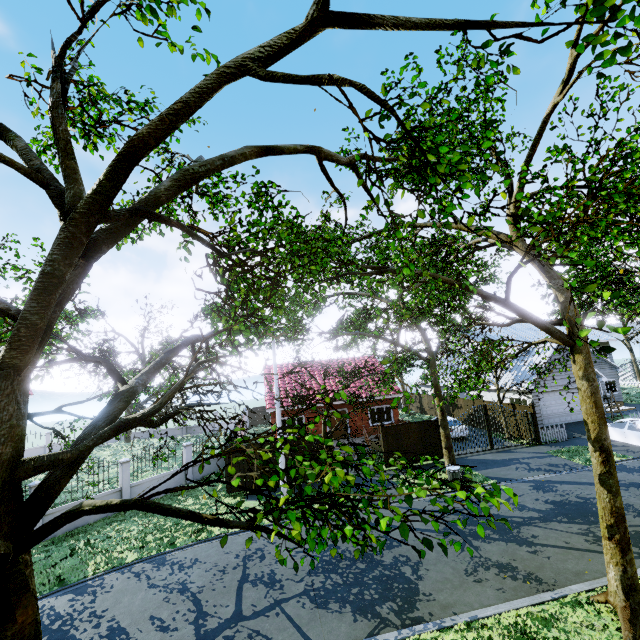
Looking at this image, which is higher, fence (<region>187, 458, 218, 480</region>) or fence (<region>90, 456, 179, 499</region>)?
fence (<region>90, 456, 179, 499</region>)

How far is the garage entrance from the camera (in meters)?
21.95

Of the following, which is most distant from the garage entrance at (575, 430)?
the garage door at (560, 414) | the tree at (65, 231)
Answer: the tree at (65, 231)

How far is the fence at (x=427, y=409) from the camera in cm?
3428

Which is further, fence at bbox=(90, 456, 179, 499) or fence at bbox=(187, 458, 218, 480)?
fence at bbox=(187, 458, 218, 480)

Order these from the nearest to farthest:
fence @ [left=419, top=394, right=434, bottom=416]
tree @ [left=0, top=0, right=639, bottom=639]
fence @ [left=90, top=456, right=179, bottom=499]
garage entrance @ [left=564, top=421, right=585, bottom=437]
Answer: tree @ [left=0, top=0, right=639, bottom=639], fence @ [left=90, top=456, right=179, bottom=499], garage entrance @ [left=564, top=421, right=585, bottom=437], fence @ [left=419, top=394, right=434, bottom=416]

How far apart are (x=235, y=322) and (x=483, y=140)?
10.1 meters

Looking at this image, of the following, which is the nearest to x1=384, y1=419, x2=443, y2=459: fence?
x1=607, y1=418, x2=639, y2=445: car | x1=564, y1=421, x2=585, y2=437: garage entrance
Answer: x1=564, y1=421, x2=585, y2=437: garage entrance
